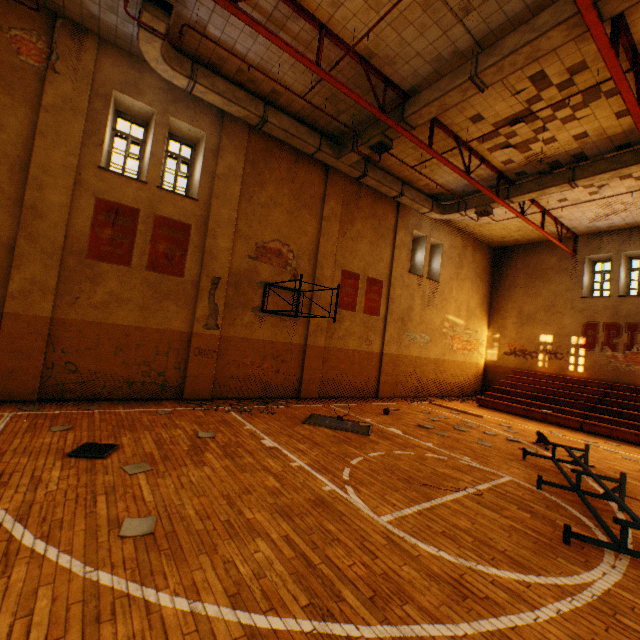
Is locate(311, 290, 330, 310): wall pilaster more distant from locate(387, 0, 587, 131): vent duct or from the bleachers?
the bleachers

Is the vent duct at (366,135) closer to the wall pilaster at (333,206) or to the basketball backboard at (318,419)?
the wall pilaster at (333,206)

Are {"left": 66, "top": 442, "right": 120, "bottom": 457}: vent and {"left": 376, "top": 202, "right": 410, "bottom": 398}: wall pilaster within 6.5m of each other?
no

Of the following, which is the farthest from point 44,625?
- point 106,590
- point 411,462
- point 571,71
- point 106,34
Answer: point 571,71

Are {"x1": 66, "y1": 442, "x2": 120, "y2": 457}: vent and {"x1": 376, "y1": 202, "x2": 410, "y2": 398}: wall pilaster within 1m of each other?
no

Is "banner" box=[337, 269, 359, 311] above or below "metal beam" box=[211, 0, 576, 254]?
below

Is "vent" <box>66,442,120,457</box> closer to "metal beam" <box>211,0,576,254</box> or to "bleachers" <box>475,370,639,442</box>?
"metal beam" <box>211,0,576,254</box>

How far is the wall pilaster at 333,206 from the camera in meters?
11.9
